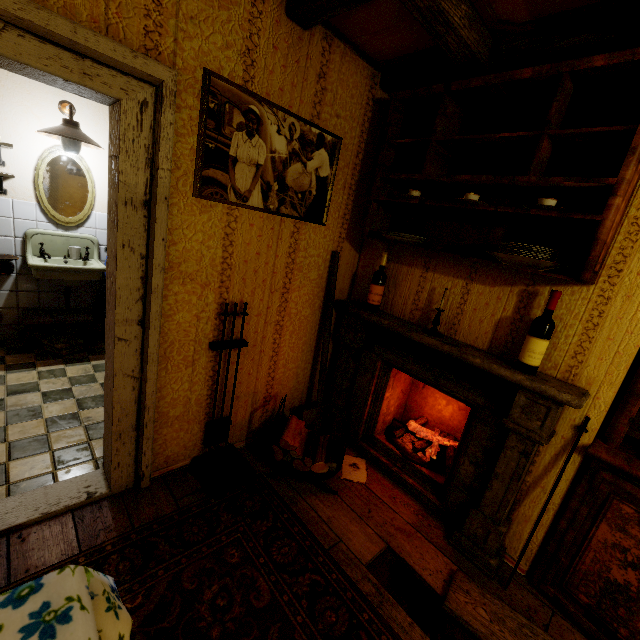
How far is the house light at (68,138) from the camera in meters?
2.9

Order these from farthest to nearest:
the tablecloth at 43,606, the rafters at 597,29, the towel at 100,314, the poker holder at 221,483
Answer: the towel at 100,314, the poker holder at 221,483, the rafters at 597,29, the tablecloth at 43,606

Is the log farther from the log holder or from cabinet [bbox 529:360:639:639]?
cabinet [bbox 529:360:639:639]

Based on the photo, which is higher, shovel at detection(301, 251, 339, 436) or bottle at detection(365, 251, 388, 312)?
bottle at detection(365, 251, 388, 312)

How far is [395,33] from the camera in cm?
186

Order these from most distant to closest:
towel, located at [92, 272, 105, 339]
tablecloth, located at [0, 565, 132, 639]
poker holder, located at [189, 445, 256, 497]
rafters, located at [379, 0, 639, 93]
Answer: towel, located at [92, 272, 105, 339], poker holder, located at [189, 445, 256, 497], rafters, located at [379, 0, 639, 93], tablecloth, located at [0, 565, 132, 639]

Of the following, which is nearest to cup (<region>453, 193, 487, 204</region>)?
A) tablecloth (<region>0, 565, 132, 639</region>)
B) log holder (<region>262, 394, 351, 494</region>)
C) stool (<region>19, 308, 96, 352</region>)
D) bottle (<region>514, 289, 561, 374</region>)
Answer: bottle (<region>514, 289, 561, 374</region>)

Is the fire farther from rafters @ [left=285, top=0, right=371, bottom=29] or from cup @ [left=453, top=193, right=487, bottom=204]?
rafters @ [left=285, top=0, right=371, bottom=29]
